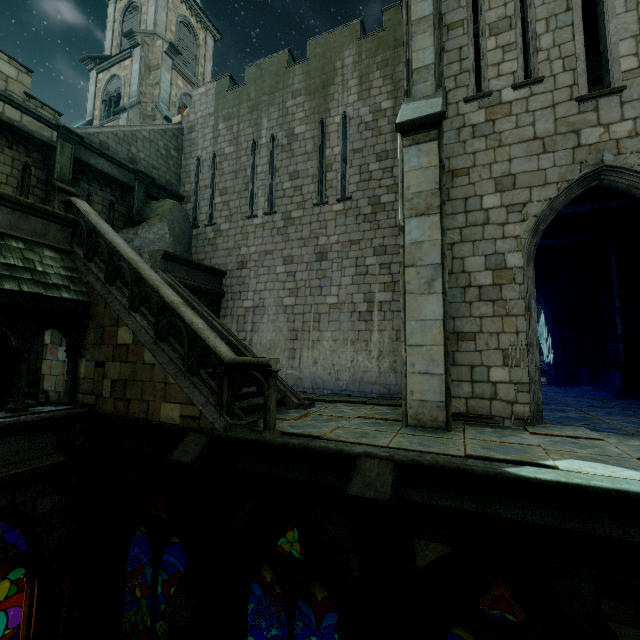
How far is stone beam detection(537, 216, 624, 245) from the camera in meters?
11.4 m

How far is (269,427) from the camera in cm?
541

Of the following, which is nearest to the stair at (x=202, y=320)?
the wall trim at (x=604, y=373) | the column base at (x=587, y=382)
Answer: the wall trim at (x=604, y=373)

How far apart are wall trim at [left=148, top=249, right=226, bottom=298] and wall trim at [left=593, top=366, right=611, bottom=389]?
15.3m

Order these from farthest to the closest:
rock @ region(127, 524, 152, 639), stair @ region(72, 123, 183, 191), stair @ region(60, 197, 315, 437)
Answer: stair @ region(72, 123, 183, 191), rock @ region(127, 524, 152, 639), stair @ region(60, 197, 315, 437)

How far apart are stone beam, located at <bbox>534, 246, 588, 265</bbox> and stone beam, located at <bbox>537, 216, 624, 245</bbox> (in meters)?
2.28

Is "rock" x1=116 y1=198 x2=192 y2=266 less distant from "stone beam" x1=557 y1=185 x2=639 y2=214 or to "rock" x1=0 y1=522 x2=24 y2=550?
"rock" x1=0 y1=522 x2=24 y2=550

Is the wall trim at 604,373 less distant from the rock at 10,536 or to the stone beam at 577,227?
the rock at 10,536
